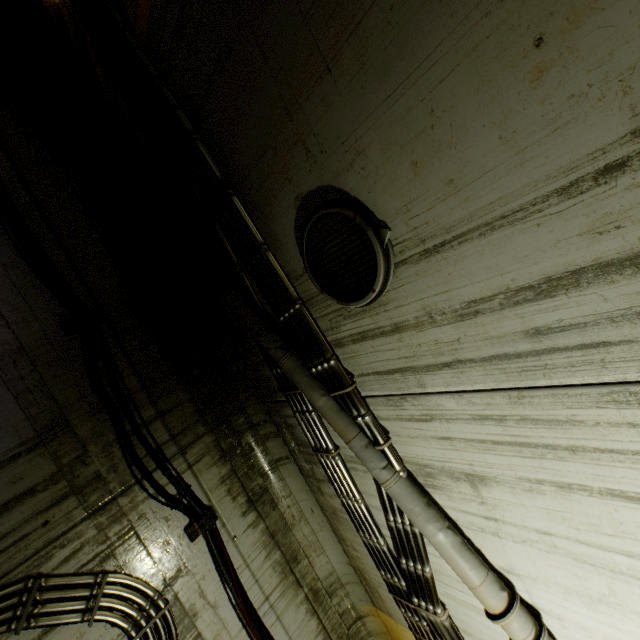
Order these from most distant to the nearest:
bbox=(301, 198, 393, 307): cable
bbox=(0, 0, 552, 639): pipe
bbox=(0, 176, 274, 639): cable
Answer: bbox=(0, 176, 274, 639): cable < bbox=(0, 0, 552, 639): pipe < bbox=(301, 198, 393, 307): cable

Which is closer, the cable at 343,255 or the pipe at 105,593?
the cable at 343,255

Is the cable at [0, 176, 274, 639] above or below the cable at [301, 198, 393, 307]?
below

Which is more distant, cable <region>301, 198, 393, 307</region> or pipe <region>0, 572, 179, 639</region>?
pipe <region>0, 572, 179, 639</region>

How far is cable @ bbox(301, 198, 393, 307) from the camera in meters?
2.1

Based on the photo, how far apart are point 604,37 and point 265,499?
5.5m

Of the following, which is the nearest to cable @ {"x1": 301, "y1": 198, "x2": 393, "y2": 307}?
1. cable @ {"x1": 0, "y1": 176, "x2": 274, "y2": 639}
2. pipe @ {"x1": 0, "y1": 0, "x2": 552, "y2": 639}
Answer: pipe @ {"x1": 0, "y1": 0, "x2": 552, "y2": 639}

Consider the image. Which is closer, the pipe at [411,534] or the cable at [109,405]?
the pipe at [411,534]
